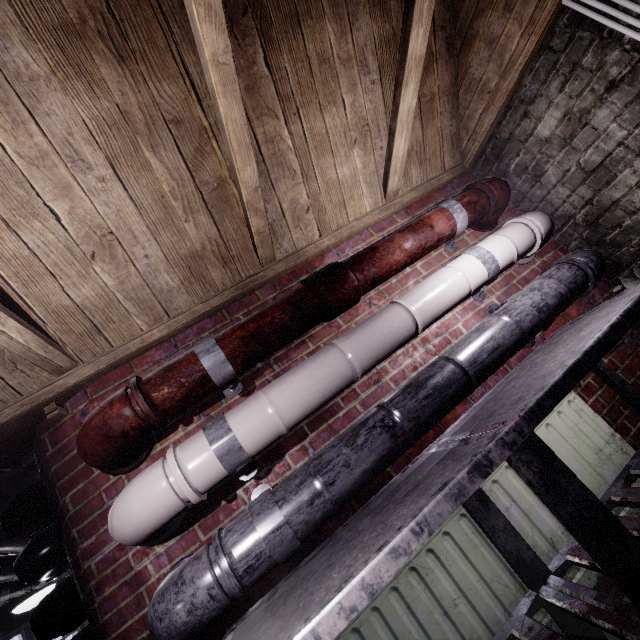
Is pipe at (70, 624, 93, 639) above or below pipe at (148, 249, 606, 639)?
above

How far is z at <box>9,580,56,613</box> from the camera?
2.88m

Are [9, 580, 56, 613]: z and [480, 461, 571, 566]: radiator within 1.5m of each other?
no

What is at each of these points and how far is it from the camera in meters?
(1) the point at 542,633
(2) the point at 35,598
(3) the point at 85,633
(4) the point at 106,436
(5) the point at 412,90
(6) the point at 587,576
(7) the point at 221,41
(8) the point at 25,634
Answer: (1) table, 1.0 m
(2) z, 2.9 m
(3) pipe, 1.5 m
(4) pipe, 1.1 m
(5) beam, 1.6 m
(6) radiator, 1.2 m
(7) beam, 1.0 m
(8) window, 4.7 m

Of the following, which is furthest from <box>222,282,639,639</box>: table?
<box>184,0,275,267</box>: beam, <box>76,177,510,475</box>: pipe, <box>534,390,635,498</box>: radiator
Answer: <box>184,0,275,267</box>: beam

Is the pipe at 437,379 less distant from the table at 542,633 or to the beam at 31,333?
the table at 542,633

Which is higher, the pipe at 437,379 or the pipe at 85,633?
the pipe at 85,633

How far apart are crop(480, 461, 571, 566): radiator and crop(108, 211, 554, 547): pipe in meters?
0.7
